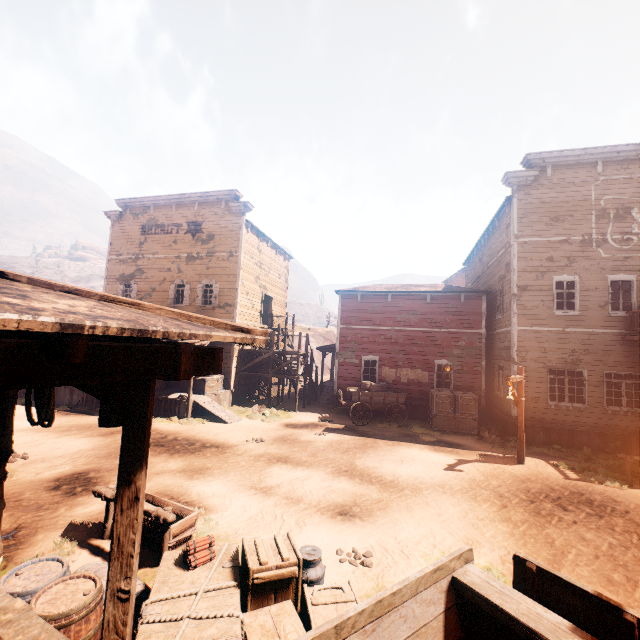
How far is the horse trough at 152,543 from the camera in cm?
554

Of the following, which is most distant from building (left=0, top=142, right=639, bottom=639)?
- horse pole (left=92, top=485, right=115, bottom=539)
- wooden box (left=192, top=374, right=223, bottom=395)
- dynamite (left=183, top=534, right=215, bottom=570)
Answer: horse pole (left=92, top=485, right=115, bottom=539)

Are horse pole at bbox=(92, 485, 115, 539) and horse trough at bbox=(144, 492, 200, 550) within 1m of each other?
yes

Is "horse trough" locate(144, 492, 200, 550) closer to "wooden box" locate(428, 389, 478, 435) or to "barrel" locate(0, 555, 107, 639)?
"barrel" locate(0, 555, 107, 639)

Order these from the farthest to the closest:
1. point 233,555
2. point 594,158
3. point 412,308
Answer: point 412,308
point 594,158
point 233,555

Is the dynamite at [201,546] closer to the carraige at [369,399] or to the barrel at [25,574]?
the barrel at [25,574]

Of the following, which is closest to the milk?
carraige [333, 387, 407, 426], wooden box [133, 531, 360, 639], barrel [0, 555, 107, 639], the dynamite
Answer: wooden box [133, 531, 360, 639]

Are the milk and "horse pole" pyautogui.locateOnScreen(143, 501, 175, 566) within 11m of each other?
yes
